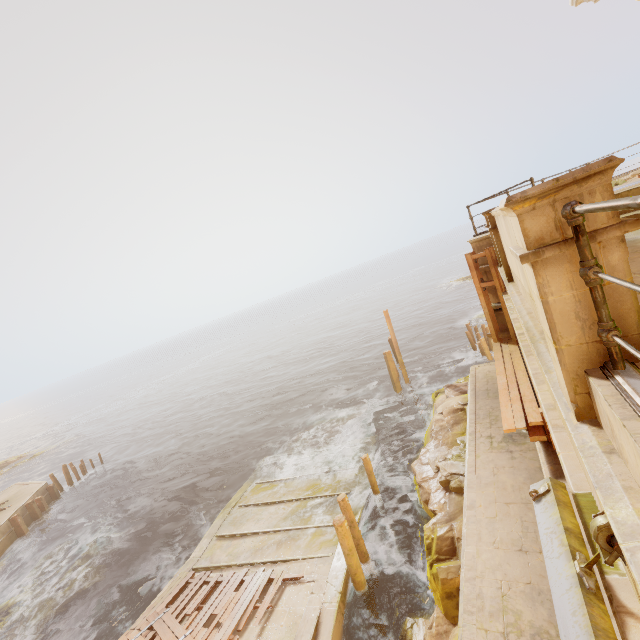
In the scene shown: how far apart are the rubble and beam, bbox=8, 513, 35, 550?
25.95m

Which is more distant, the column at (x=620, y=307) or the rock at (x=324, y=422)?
the rock at (x=324, y=422)

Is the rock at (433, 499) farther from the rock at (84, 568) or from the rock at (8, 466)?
the rock at (8, 466)

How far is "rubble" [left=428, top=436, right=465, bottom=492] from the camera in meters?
9.5

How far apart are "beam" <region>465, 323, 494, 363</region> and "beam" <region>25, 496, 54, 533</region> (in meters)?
32.35

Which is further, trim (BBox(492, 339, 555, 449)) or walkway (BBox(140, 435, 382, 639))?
walkway (BBox(140, 435, 382, 639))

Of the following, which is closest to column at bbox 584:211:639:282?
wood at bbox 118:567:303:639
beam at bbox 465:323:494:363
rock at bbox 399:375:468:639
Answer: rock at bbox 399:375:468:639

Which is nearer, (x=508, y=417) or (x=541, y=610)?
(x=541, y=610)
